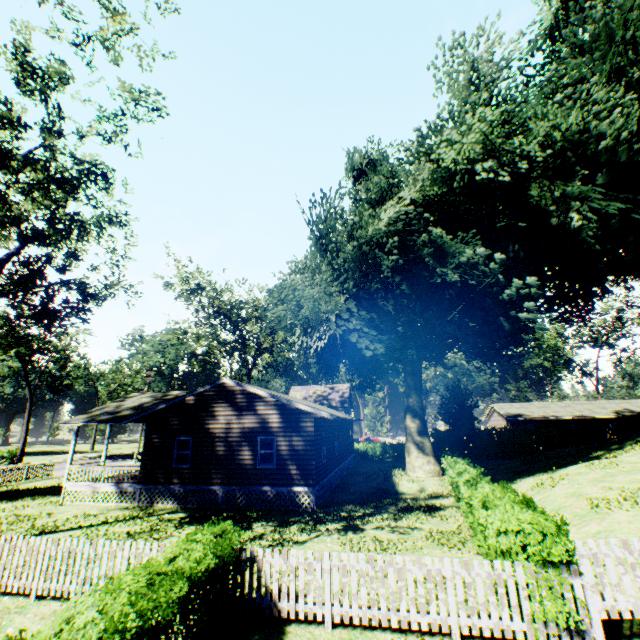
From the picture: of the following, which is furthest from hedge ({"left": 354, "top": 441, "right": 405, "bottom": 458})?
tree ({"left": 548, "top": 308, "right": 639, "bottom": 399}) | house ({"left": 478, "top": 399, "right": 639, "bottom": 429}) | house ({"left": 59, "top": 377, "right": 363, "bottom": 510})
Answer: tree ({"left": 548, "top": 308, "right": 639, "bottom": 399})

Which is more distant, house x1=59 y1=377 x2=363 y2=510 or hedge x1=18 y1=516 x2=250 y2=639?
house x1=59 y1=377 x2=363 y2=510

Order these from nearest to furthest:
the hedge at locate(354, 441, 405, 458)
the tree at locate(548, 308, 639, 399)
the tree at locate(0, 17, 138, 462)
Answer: the tree at locate(0, 17, 138, 462) < the hedge at locate(354, 441, 405, 458) < the tree at locate(548, 308, 639, 399)

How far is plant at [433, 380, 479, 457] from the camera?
35.9 meters

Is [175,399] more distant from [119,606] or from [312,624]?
[119,606]

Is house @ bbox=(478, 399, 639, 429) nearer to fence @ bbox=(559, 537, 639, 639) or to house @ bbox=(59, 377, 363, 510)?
house @ bbox=(59, 377, 363, 510)

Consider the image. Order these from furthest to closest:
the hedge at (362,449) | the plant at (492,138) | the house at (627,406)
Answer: the house at (627,406)
the hedge at (362,449)
the plant at (492,138)

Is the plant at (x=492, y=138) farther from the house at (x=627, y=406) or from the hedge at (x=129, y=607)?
the house at (x=627, y=406)
